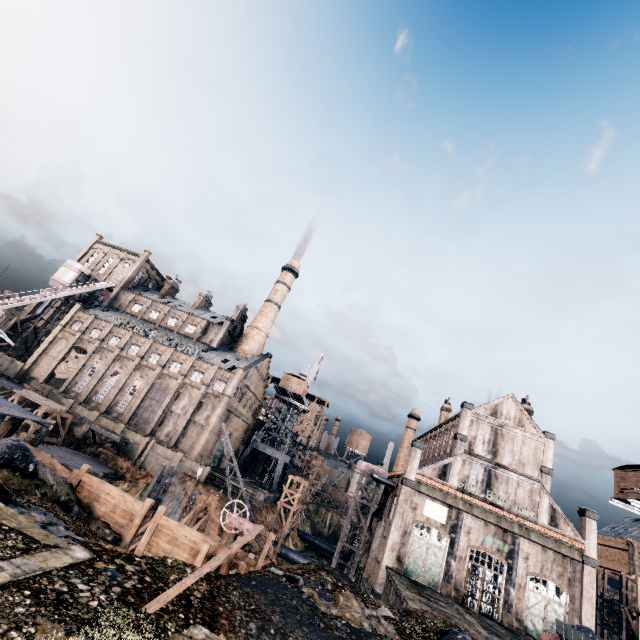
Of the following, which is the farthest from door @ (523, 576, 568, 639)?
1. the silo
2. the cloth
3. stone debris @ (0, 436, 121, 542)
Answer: the cloth

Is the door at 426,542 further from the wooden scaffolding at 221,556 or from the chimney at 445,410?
the wooden scaffolding at 221,556

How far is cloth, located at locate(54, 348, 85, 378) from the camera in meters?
55.9 m

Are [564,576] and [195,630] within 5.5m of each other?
no

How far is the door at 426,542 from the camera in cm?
3353

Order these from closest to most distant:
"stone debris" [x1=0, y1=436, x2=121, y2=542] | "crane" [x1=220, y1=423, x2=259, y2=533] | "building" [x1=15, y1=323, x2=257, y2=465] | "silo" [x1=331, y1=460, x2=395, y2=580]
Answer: "stone debris" [x1=0, y1=436, x2=121, y2=542]
"crane" [x1=220, y1=423, x2=259, y2=533]
"silo" [x1=331, y1=460, x2=395, y2=580]
"building" [x1=15, y1=323, x2=257, y2=465]

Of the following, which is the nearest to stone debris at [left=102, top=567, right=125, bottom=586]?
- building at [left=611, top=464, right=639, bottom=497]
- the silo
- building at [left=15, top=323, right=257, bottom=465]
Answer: building at [left=15, top=323, right=257, bottom=465]

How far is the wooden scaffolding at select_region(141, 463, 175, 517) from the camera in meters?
34.6 m
